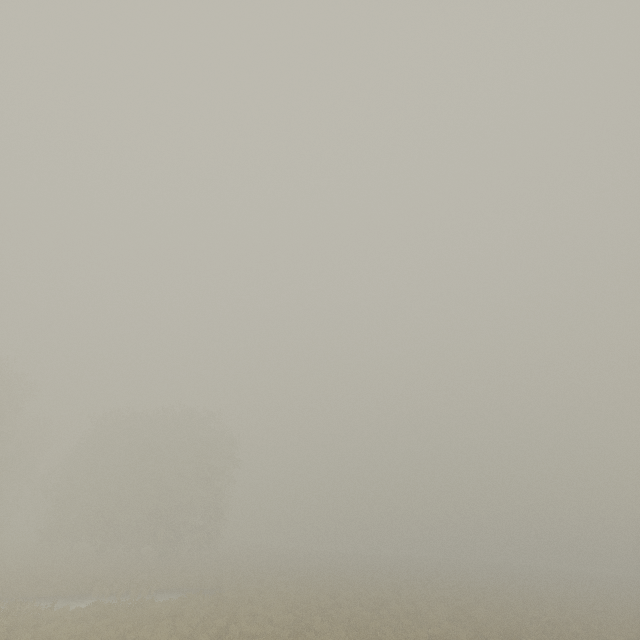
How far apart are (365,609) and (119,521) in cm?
3225
